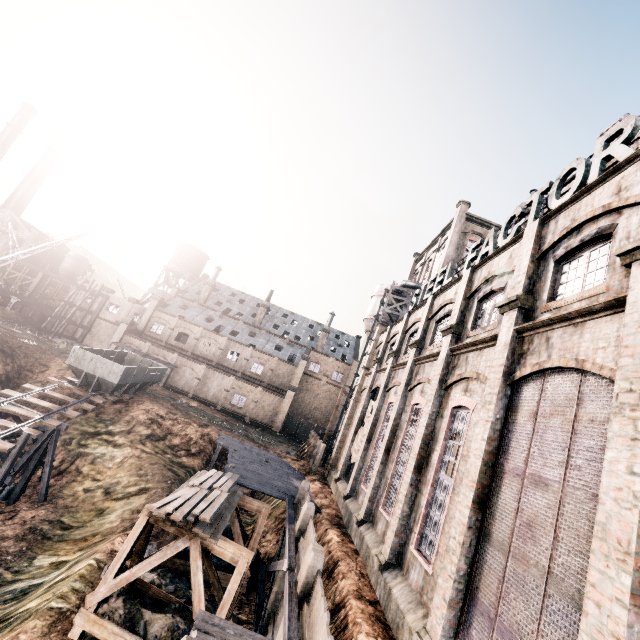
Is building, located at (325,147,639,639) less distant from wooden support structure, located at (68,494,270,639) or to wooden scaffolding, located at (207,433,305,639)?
wooden scaffolding, located at (207,433,305,639)

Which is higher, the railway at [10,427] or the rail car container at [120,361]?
the rail car container at [120,361]

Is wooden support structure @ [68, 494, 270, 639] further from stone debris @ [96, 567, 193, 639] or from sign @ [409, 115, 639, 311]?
sign @ [409, 115, 639, 311]

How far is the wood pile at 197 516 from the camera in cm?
1230

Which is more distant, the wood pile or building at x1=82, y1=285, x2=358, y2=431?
building at x1=82, y1=285, x2=358, y2=431

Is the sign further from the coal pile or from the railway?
the railway

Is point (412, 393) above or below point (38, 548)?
above

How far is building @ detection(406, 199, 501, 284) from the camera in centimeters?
3638cm
